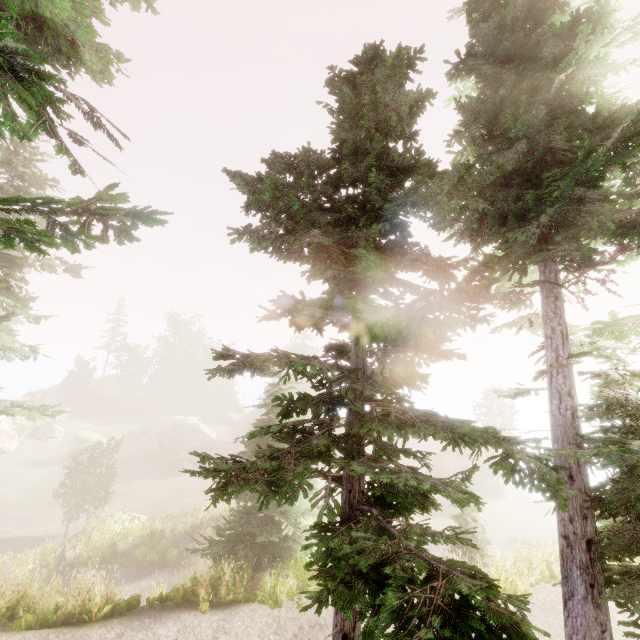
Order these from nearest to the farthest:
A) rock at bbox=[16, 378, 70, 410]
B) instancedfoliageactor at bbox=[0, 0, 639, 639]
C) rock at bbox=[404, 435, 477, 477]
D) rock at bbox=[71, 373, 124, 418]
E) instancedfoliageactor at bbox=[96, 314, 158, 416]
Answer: instancedfoliageactor at bbox=[0, 0, 639, 639] → rock at bbox=[404, 435, 477, 477] → rock at bbox=[16, 378, 70, 410] → rock at bbox=[71, 373, 124, 418] → instancedfoliageactor at bbox=[96, 314, 158, 416]

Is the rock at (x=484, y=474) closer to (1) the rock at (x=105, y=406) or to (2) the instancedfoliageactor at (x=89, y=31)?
(2) the instancedfoliageactor at (x=89, y=31)

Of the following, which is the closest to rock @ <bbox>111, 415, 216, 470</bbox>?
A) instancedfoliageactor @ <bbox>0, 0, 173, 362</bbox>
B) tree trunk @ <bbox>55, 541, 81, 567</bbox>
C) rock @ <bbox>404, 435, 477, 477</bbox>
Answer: instancedfoliageactor @ <bbox>0, 0, 173, 362</bbox>

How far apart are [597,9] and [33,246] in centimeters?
1151cm

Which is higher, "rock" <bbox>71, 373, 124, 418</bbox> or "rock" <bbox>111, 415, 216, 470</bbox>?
"rock" <bbox>71, 373, 124, 418</bbox>

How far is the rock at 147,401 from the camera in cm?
5588

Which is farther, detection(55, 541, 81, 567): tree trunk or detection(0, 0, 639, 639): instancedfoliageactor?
detection(55, 541, 81, 567): tree trunk

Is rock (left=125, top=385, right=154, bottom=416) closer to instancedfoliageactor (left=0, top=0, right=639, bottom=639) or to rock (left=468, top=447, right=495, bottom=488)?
instancedfoliageactor (left=0, top=0, right=639, bottom=639)
